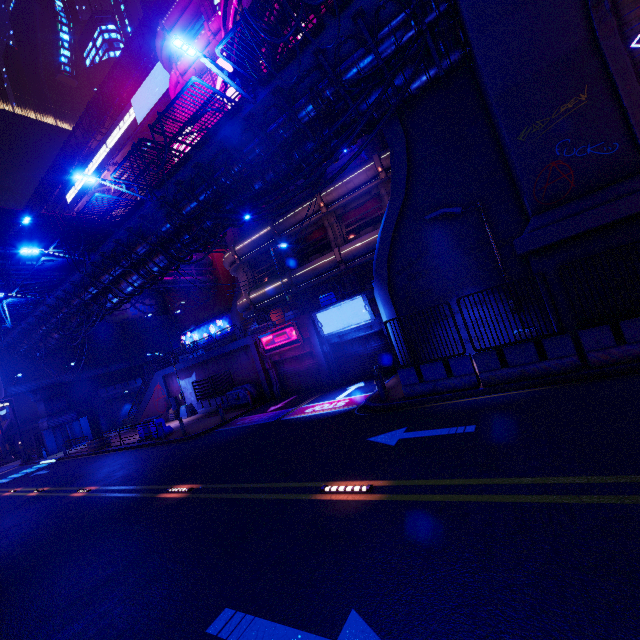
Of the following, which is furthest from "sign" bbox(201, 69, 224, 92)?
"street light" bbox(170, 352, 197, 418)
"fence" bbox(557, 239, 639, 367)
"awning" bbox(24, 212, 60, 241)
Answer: "fence" bbox(557, 239, 639, 367)

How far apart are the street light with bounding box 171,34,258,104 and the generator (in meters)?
16.74

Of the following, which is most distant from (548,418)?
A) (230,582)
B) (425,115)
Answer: (425,115)

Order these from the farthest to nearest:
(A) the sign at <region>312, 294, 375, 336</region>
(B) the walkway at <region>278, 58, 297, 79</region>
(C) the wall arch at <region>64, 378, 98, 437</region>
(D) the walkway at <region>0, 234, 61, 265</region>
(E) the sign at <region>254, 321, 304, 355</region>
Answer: (C) the wall arch at <region>64, 378, 98, 437</region>, (D) the walkway at <region>0, 234, 61, 265</region>, (E) the sign at <region>254, 321, 304, 355</region>, (A) the sign at <region>312, 294, 375, 336</region>, (B) the walkway at <region>278, 58, 297, 79</region>

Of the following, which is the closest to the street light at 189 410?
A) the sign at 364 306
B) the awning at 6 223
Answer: the awning at 6 223

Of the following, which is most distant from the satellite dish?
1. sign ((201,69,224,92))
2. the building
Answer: sign ((201,69,224,92))

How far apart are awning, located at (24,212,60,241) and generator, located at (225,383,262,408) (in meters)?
19.72

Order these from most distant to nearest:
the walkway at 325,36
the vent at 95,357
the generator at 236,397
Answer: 1. the vent at 95,357
2. the generator at 236,397
3. the walkway at 325,36
